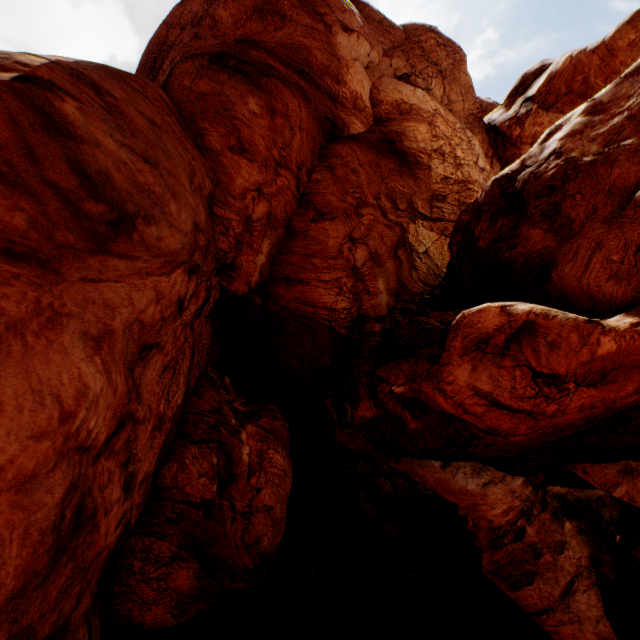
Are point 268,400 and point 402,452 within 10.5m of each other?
no
